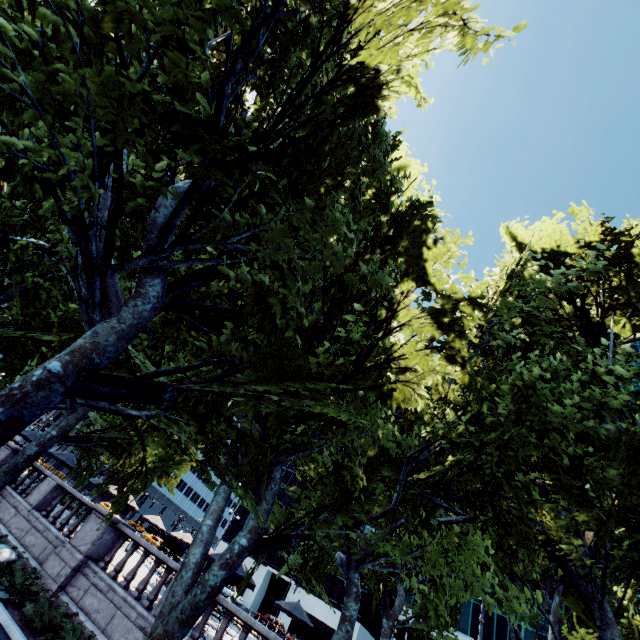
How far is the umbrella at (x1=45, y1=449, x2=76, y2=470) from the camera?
23.0m

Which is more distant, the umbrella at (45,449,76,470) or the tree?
the umbrella at (45,449,76,470)

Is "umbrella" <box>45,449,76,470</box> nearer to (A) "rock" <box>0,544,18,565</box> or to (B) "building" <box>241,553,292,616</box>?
(A) "rock" <box>0,544,18,565</box>

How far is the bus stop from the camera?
35.78m

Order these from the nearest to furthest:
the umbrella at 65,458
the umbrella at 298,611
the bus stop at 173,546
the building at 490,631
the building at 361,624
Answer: the umbrella at 298,611 → the umbrella at 65,458 → the bus stop at 173,546 → the building at 490,631 → the building at 361,624

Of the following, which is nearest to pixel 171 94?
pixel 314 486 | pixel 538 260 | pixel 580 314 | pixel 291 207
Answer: pixel 291 207

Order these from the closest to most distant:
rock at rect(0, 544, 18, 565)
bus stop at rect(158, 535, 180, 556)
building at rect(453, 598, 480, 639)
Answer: rock at rect(0, 544, 18, 565), bus stop at rect(158, 535, 180, 556), building at rect(453, 598, 480, 639)

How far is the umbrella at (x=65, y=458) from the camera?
23.0 meters
